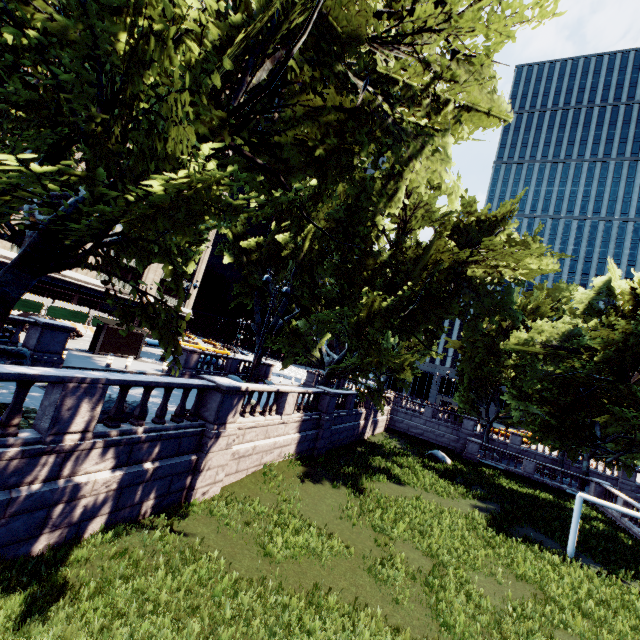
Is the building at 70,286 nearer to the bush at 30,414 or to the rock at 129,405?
the bush at 30,414

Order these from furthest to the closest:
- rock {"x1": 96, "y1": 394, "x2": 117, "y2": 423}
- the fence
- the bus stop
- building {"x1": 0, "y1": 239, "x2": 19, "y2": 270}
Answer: building {"x1": 0, "y1": 239, "x2": 19, "y2": 270} < the fence < the bus stop < rock {"x1": 96, "y1": 394, "x2": 117, "y2": 423}

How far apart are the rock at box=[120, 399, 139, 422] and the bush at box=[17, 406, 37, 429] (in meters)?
0.03

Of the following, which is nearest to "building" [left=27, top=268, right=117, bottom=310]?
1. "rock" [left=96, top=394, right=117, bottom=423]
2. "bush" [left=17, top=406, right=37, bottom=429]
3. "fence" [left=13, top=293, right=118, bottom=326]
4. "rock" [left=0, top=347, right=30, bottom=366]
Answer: "fence" [left=13, top=293, right=118, bottom=326]

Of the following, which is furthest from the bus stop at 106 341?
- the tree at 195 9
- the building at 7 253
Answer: the building at 7 253

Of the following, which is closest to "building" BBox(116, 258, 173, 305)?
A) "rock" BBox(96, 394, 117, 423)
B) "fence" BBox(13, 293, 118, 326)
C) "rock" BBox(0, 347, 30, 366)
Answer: "fence" BBox(13, 293, 118, 326)

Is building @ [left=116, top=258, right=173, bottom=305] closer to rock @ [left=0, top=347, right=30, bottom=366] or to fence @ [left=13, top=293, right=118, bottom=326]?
fence @ [left=13, top=293, right=118, bottom=326]

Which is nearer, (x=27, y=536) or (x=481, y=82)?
(x=27, y=536)
